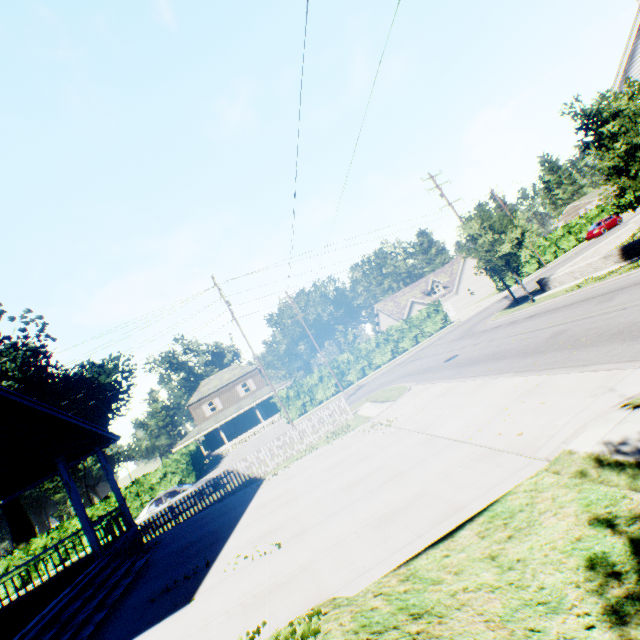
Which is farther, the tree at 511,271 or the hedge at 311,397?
the hedge at 311,397

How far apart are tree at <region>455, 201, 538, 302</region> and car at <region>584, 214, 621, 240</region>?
30.0m

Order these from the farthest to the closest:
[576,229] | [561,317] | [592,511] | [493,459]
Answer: [576,229] → [561,317] → [493,459] → [592,511]

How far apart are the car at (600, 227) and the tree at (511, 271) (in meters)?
29.98

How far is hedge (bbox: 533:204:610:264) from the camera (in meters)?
42.25

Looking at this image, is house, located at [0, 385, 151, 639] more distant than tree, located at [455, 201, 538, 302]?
No

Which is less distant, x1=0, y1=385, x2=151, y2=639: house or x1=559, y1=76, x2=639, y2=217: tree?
x1=0, y1=385, x2=151, y2=639: house

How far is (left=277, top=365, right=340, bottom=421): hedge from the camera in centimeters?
3268cm
